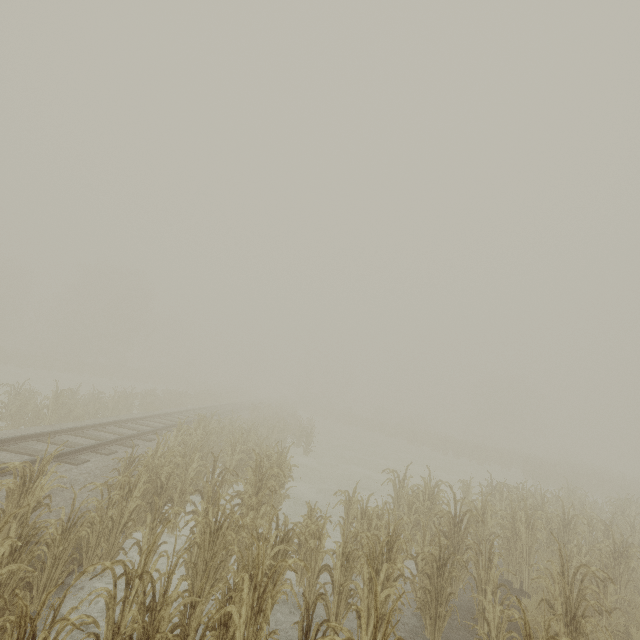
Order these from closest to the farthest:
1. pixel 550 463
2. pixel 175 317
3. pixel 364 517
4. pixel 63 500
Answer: pixel 63 500
pixel 364 517
pixel 550 463
pixel 175 317
